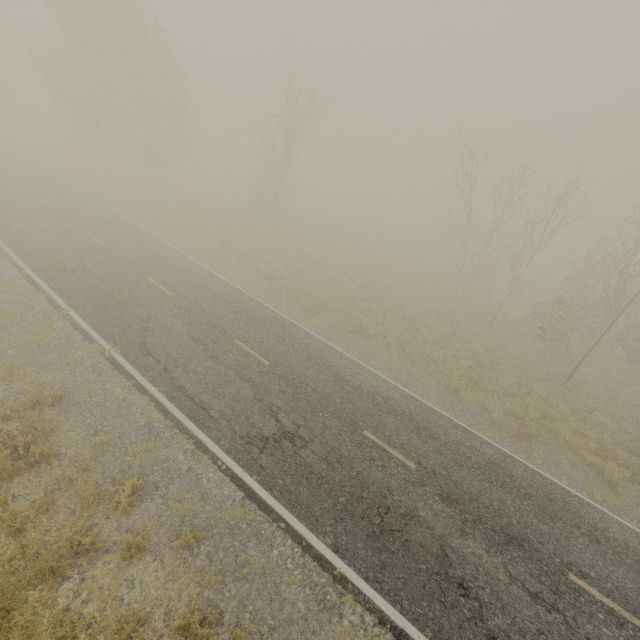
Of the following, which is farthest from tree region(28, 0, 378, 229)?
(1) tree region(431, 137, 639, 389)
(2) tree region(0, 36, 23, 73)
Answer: (2) tree region(0, 36, 23, 73)

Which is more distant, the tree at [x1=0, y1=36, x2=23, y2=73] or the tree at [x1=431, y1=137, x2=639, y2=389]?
the tree at [x1=0, y1=36, x2=23, y2=73]

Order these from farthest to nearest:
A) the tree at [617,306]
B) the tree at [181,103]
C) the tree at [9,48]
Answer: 1. the tree at [9,48]
2. the tree at [181,103]
3. the tree at [617,306]

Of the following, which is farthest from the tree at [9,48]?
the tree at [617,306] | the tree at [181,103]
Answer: the tree at [617,306]

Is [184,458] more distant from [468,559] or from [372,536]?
[468,559]

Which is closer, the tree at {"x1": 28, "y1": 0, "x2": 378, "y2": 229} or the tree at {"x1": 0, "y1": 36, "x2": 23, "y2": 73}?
the tree at {"x1": 28, "y1": 0, "x2": 378, "y2": 229}
